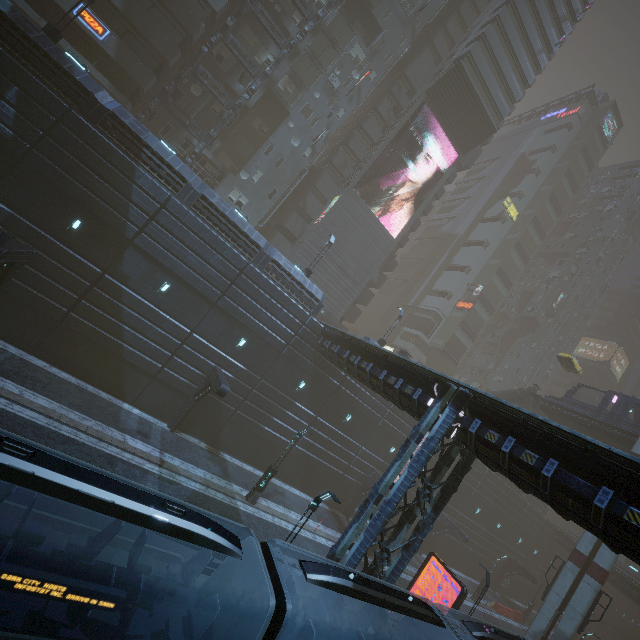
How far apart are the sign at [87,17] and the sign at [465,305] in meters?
54.3

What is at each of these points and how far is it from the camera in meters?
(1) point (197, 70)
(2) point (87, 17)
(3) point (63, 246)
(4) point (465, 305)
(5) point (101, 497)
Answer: (1) building structure, 27.6 m
(2) sign, 23.2 m
(3) building, 17.5 m
(4) sign, 55.8 m
(5) train, 5.3 m

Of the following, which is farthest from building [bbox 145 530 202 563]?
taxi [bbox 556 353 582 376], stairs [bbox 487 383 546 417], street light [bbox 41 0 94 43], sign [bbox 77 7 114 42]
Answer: taxi [bbox 556 353 582 376]

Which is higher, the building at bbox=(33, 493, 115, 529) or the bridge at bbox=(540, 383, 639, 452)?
the bridge at bbox=(540, 383, 639, 452)

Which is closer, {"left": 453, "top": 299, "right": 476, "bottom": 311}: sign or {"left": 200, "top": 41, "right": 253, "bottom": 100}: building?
{"left": 200, "top": 41, "right": 253, "bottom": 100}: building

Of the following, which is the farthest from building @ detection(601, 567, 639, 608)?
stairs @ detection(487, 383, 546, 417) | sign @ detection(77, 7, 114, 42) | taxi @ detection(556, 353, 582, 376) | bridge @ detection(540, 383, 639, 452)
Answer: bridge @ detection(540, 383, 639, 452)

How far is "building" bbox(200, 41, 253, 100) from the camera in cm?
2955

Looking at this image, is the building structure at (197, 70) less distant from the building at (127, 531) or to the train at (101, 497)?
the building at (127, 531)
